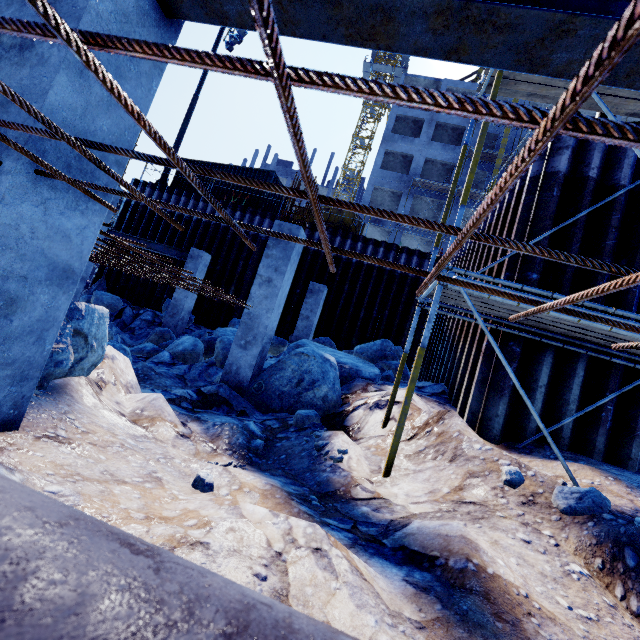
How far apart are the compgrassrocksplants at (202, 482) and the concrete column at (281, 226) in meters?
3.6

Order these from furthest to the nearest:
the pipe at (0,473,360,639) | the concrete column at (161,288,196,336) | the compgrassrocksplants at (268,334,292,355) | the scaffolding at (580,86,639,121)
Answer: the concrete column at (161,288,196,336)
the compgrassrocksplants at (268,334,292,355)
the scaffolding at (580,86,639,121)
the pipe at (0,473,360,639)

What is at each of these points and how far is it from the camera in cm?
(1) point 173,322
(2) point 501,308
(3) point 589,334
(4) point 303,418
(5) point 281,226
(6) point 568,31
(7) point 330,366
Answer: (1) concrete column, 1223
(2) scaffolding, 484
(3) scaffolding, 476
(4) compgrassrocksplants, 520
(5) concrete column, 686
(6) steel beam, 163
(7) rock, 669

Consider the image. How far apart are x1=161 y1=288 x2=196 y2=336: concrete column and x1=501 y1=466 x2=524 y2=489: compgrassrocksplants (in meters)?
→ 11.54

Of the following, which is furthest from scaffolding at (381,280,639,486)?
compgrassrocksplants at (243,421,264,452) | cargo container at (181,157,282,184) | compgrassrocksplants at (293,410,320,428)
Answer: cargo container at (181,157,282,184)

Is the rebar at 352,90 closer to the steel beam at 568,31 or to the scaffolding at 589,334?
the steel beam at 568,31

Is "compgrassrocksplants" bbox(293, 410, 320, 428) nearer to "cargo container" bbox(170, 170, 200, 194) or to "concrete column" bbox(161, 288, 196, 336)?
"concrete column" bbox(161, 288, 196, 336)

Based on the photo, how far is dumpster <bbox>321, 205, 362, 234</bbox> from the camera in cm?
1560
